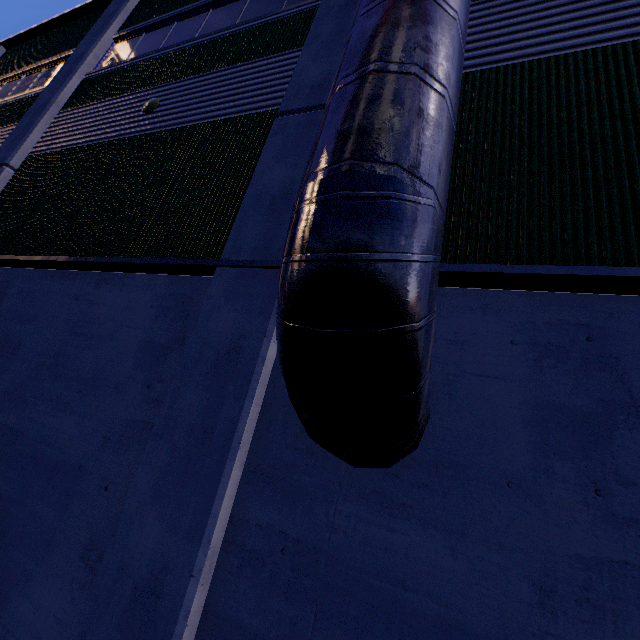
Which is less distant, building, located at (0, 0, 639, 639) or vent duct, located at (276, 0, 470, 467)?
vent duct, located at (276, 0, 470, 467)

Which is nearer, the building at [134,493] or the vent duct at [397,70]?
the vent duct at [397,70]

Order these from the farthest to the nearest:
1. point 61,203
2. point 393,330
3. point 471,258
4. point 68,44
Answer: point 68,44 → point 61,203 → point 471,258 → point 393,330
